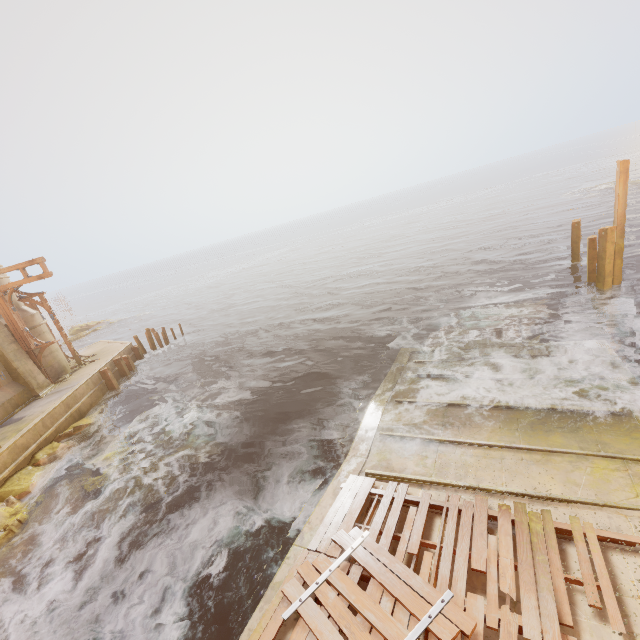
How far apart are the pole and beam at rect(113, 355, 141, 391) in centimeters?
2665cm

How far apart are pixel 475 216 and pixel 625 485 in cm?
5269

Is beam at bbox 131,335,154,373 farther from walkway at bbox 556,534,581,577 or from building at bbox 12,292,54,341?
walkway at bbox 556,534,581,577

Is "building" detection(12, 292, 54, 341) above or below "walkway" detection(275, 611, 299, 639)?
above

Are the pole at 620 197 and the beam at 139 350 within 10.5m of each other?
no

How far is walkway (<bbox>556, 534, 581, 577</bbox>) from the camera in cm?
497

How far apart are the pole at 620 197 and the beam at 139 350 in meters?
27.6 m
